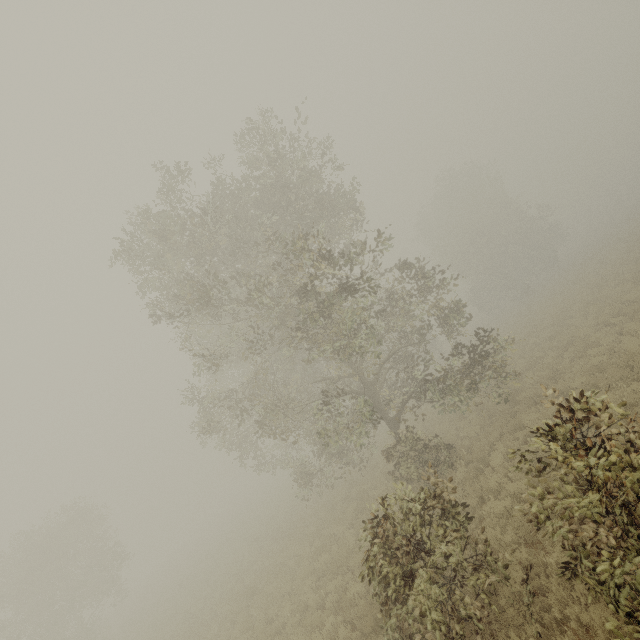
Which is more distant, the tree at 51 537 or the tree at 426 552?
the tree at 51 537

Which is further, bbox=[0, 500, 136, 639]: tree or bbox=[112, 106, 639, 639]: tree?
bbox=[0, 500, 136, 639]: tree

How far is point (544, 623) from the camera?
5.74m
